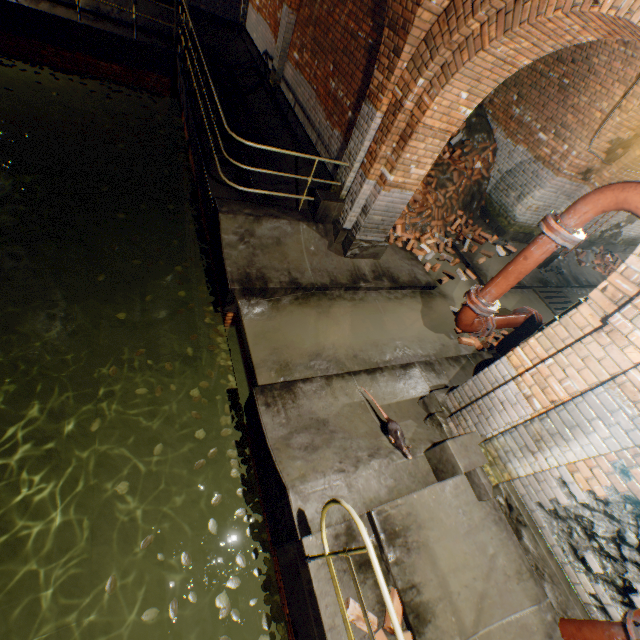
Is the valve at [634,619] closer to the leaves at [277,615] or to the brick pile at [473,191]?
the leaves at [277,615]

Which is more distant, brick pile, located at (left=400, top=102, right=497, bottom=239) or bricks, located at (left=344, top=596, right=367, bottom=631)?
brick pile, located at (left=400, top=102, right=497, bottom=239)

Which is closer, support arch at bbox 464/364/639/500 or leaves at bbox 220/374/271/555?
support arch at bbox 464/364/639/500

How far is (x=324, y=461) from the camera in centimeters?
347cm

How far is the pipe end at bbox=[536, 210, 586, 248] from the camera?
2.76m

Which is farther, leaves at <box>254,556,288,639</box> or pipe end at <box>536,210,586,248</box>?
leaves at <box>254,556,288,639</box>

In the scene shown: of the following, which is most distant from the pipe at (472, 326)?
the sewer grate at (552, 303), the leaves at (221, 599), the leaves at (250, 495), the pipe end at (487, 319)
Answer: the sewer grate at (552, 303)

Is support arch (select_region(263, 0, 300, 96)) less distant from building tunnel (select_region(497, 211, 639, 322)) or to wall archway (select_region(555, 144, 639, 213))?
building tunnel (select_region(497, 211, 639, 322))
